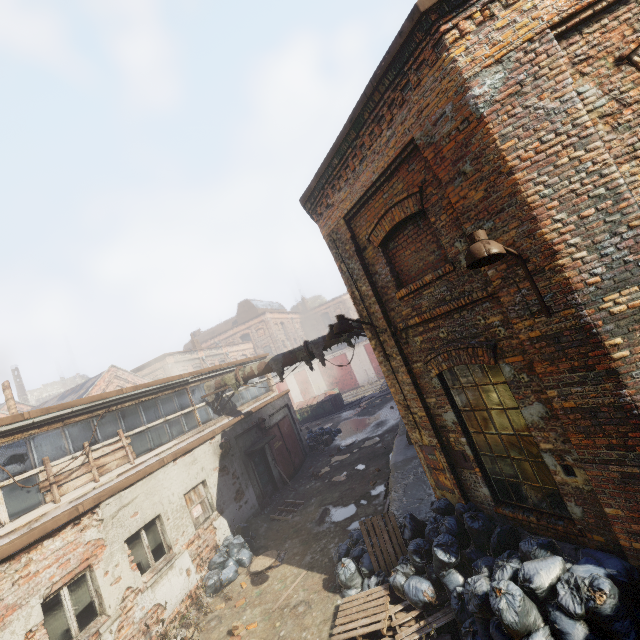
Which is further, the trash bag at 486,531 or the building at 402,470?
the building at 402,470

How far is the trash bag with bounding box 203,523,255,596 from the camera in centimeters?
897cm

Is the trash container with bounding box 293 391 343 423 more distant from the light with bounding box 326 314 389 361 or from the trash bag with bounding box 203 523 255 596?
the light with bounding box 326 314 389 361

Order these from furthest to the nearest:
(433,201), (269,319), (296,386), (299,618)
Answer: (269,319)
(296,386)
(299,618)
(433,201)

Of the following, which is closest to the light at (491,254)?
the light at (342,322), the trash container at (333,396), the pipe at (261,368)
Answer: the light at (342,322)

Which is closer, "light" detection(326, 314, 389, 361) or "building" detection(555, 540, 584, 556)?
"building" detection(555, 540, 584, 556)

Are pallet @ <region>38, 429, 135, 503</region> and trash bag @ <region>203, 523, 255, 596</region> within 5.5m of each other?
yes

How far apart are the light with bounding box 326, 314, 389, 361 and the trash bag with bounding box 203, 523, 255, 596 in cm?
784
